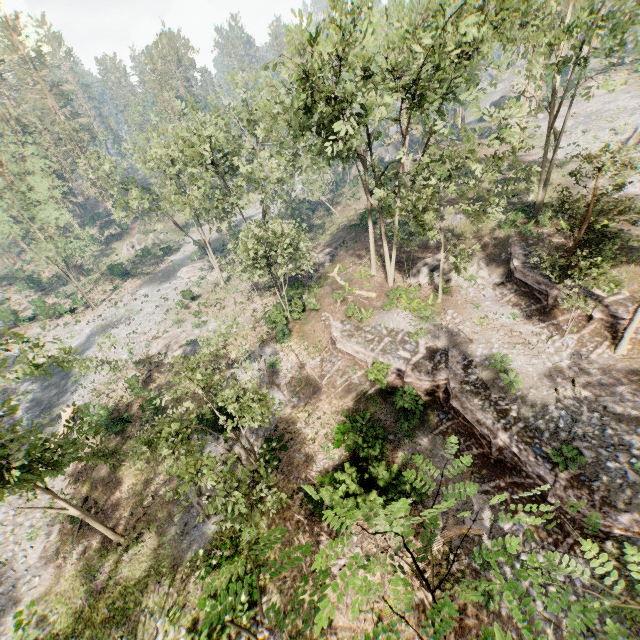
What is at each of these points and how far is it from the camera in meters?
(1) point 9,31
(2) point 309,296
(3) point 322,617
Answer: (1) foliage, 58.0
(2) ground embankment, 28.3
(3) foliage, 1.5

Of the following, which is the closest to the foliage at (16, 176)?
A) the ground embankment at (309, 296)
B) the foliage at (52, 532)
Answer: the ground embankment at (309, 296)

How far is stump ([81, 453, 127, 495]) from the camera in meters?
21.5

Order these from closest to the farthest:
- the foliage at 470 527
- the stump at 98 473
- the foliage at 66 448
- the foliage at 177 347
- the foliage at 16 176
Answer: the foliage at 470 527 < the foliage at 66 448 < the stump at 98 473 < the foliage at 177 347 < the foliage at 16 176

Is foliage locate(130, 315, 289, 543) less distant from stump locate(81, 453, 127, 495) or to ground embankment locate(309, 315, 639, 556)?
ground embankment locate(309, 315, 639, 556)

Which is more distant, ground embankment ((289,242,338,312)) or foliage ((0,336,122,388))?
ground embankment ((289,242,338,312))

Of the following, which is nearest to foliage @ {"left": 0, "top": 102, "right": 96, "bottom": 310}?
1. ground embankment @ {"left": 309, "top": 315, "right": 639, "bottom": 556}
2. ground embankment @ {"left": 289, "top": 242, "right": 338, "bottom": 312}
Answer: ground embankment @ {"left": 309, "top": 315, "right": 639, "bottom": 556}

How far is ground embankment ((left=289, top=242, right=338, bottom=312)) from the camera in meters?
28.6 m
